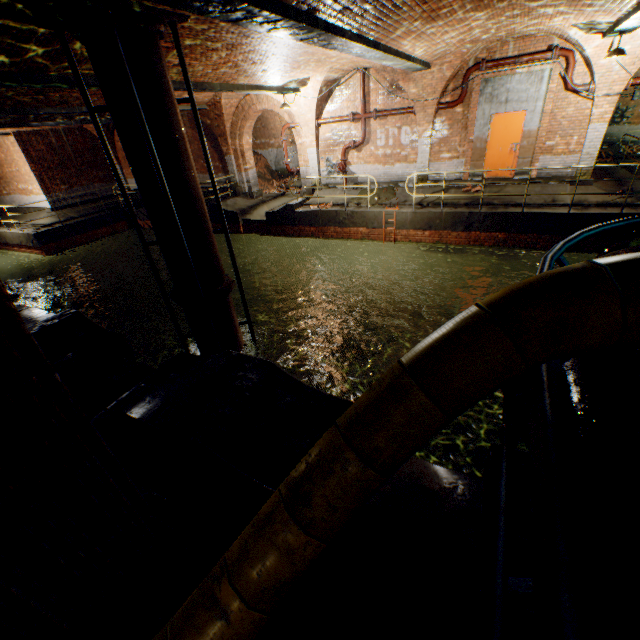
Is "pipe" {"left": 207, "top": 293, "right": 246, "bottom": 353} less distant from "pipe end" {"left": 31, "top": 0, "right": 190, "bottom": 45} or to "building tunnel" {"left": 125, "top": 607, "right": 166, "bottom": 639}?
"building tunnel" {"left": 125, "top": 607, "right": 166, "bottom": 639}

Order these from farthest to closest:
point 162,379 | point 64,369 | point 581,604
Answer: point 64,369, point 162,379, point 581,604

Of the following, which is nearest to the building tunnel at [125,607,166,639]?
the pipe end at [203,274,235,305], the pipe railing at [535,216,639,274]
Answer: the pipe railing at [535,216,639,274]

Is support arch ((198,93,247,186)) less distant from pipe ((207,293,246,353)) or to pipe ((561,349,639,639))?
pipe ((207,293,246,353))

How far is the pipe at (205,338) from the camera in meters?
6.6

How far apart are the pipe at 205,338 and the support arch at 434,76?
9.13m

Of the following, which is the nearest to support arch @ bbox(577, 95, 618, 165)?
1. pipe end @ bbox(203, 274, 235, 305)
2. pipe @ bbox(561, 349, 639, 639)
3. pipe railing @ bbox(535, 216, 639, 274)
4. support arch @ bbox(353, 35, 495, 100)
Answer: support arch @ bbox(353, 35, 495, 100)

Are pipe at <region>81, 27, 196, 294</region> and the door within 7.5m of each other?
no
